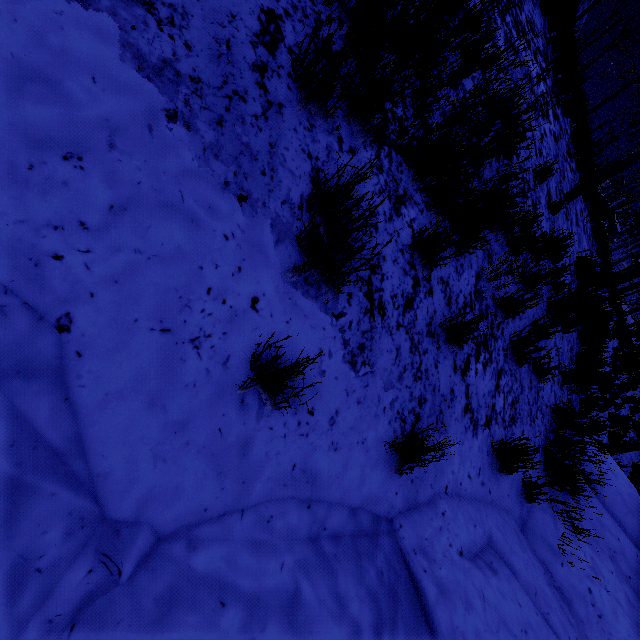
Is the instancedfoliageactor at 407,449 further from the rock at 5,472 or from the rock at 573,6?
the rock at 573,6

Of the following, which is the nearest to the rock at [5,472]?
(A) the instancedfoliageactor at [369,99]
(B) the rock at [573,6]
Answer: (A) the instancedfoliageactor at [369,99]

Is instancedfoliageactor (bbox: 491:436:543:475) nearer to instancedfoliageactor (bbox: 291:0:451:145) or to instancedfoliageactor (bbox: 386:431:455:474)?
instancedfoliageactor (bbox: 386:431:455:474)

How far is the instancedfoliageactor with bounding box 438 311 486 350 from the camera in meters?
2.4 m

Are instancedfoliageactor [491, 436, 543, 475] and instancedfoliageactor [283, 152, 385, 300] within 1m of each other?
no

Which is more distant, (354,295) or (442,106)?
(442,106)

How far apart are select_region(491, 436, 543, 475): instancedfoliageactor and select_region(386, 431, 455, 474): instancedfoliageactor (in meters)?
1.43

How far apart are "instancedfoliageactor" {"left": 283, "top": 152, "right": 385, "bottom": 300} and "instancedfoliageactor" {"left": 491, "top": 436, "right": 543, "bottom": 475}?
2.5m
